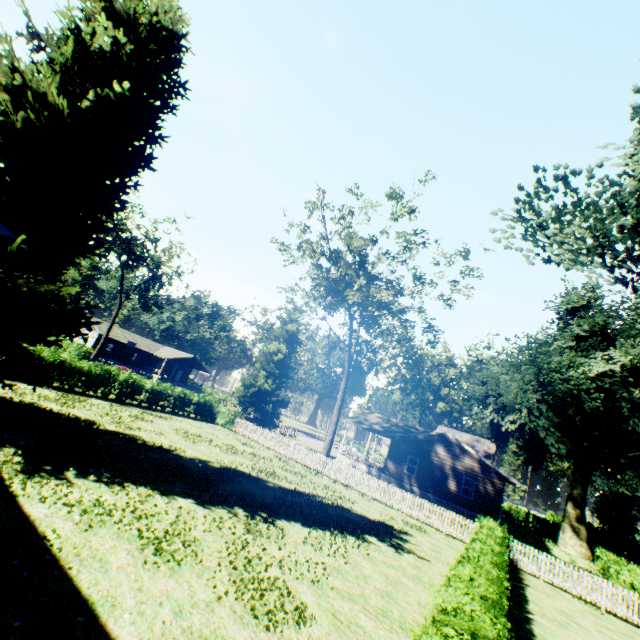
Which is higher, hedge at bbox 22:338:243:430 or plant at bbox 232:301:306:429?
plant at bbox 232:301:306:429

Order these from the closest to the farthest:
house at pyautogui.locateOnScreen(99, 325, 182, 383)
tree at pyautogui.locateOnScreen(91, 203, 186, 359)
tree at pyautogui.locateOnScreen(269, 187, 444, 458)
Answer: tree at pyautogui.locateOnScreen(269, 187, 444, 458)
tree at pyautogui.locateOnScreen(91, 203, 186, 359)
house at pyautogui.locateOnScreen(99, 325, 182, 383)

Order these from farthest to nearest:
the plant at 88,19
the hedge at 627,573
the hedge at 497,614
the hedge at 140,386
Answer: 1. the hedge at 140,386
2. the hedge at 627,573
3. the plant at 88,19
4. the hedge at 497,614

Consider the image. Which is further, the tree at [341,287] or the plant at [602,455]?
the tree at [341,287]

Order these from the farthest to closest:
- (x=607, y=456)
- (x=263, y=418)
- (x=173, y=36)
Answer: (x=263, y=418), (x=607, y=456), (x=173, y=36)

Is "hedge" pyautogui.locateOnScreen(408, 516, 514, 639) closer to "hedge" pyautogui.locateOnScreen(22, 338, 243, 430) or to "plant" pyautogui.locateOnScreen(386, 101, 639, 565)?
"hedge" pyautogui.locateOnScreen(22, 338, 243, 430)

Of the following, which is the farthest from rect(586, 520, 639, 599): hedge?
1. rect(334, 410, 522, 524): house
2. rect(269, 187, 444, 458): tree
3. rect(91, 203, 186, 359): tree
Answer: rect(91, 203, 186, 359): tree

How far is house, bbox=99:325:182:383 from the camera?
54.47m
